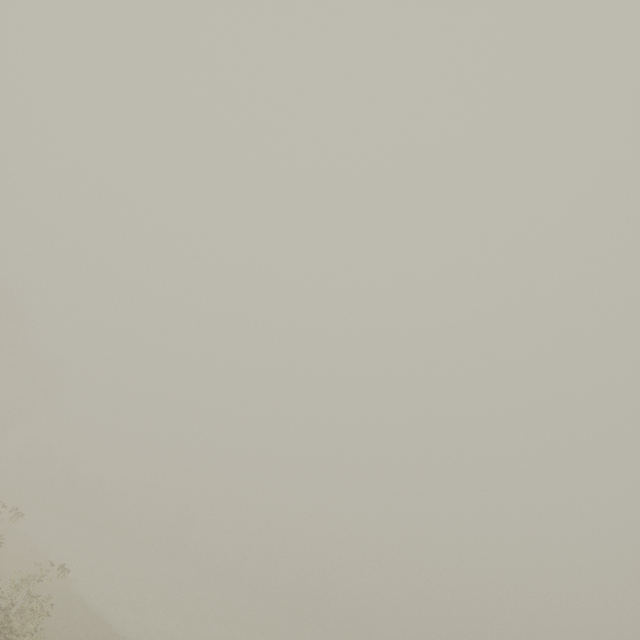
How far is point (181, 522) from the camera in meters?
55.4
